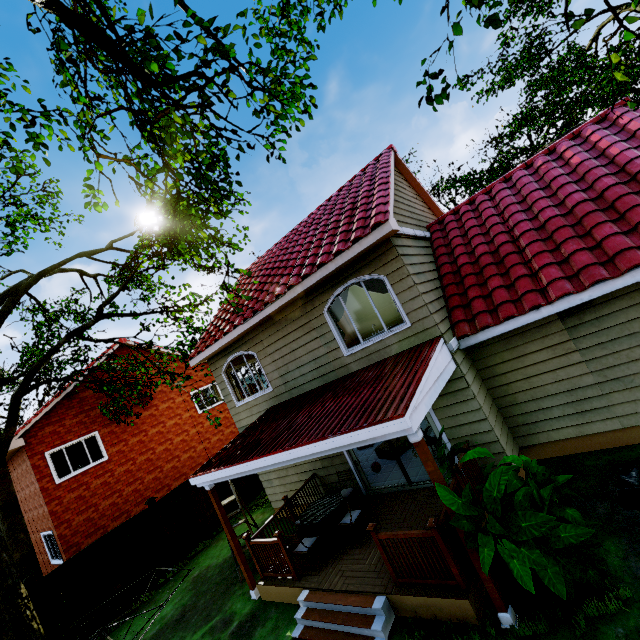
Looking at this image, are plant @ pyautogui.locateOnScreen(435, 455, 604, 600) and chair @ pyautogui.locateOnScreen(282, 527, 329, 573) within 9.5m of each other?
yes

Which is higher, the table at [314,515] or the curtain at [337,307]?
the curtain at [337,307]

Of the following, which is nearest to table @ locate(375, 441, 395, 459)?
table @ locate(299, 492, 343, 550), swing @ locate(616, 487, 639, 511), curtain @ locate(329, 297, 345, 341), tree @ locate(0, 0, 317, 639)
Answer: table @ locate(299, 492, 343, 550)

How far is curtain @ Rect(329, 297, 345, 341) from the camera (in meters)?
8.52

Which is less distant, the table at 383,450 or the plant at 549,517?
the plant at 549,517

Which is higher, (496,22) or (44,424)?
(44,424)

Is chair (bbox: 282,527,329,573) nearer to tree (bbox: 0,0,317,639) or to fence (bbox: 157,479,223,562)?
fence (bbox: 157,479,223,562)

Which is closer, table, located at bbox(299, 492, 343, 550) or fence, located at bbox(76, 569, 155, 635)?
table, located at bbox(299, 492, 343, 550)
